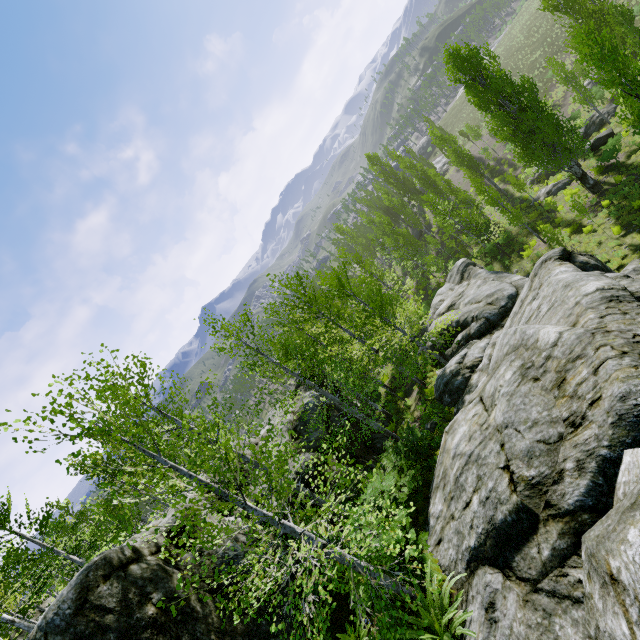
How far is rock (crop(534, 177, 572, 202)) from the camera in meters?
26.7

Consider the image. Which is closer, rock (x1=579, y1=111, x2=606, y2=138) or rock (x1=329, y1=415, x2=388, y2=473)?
rock (x1=329, y1=415, x2=388, y2=473)

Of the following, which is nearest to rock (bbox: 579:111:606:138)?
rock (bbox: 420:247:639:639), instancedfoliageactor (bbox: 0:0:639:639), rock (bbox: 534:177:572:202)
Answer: instancedfoliageactor (bbox: 0:0:639:639)

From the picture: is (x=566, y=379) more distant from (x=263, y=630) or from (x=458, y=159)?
(x=458, y=159)

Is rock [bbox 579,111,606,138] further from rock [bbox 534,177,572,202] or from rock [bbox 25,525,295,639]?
rock [bbox 25,525,295,639]

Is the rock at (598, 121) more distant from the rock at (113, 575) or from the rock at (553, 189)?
the rock at (113, 575)

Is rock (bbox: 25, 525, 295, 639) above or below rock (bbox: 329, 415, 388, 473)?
above
